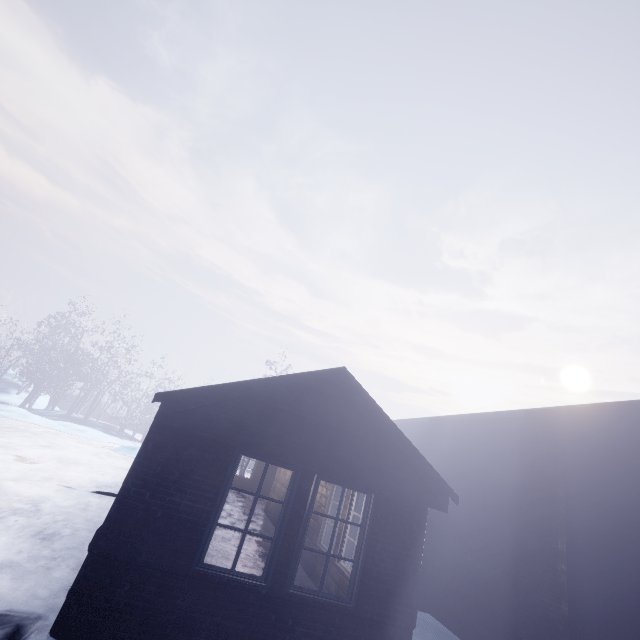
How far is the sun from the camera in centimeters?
5450cm

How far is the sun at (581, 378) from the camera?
54.50m

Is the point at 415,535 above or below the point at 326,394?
below
